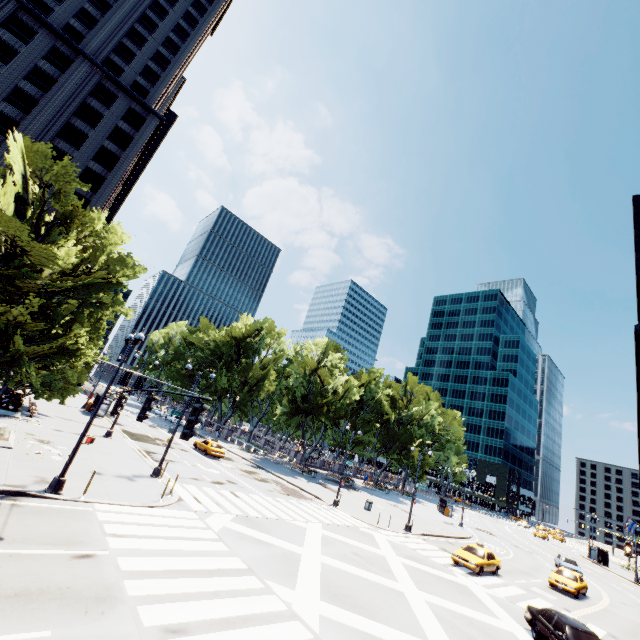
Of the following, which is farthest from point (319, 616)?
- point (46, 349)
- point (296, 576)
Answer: point (46, 349)

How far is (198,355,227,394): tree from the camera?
58.3m

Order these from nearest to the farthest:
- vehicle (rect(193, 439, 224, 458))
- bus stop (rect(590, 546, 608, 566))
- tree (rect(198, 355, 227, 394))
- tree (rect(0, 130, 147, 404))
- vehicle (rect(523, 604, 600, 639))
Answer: vehicle (rect(523, 604, 600, 639)) < tree (rect(0, 130, 147, 404)) < vehicle (rect(193, 439, 224, 458)) < bus stop (rect(590, 546, 608, 566)) < tree (rect(198, 355, 227, 394))

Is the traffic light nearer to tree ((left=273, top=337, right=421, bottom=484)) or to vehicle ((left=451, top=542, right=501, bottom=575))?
tree ((left=273, top=337, right=421, bottom=484))

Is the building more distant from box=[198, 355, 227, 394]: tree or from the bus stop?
the bus stop

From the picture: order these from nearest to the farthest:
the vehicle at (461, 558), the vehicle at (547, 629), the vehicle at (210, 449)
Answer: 1. the vehicle at (547, 629)
2. the vehicle at (461, 558)
3. the vehicle at (210, 449)

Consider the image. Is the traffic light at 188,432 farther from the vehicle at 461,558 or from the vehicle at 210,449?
the vehicle at 210,449

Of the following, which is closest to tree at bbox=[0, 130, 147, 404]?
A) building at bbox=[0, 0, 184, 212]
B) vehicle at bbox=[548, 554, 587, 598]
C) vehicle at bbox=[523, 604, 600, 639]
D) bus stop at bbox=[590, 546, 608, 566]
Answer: bus stop at bbox=[590, 546, 608, 566]
